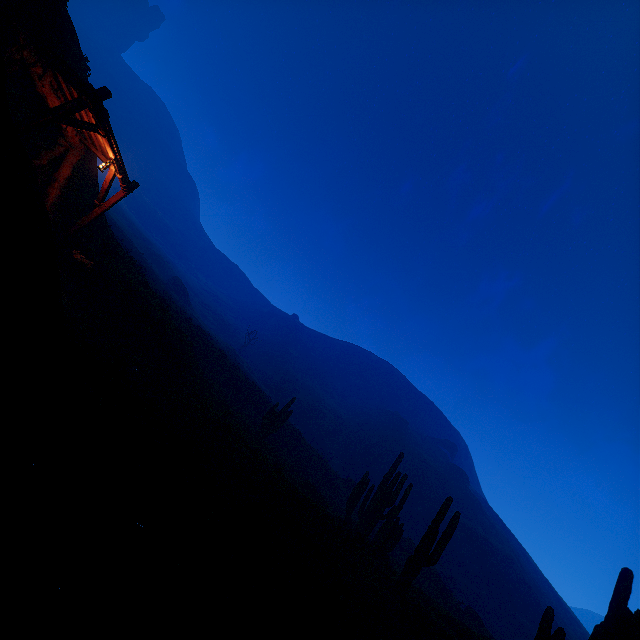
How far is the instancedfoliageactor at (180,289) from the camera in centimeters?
5729cm

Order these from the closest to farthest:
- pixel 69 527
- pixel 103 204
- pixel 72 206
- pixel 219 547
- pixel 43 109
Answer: pixel 69 527, pixel 219 547, pixel 43 109, pixel 103 204, pixel 72 206

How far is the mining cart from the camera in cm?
1187

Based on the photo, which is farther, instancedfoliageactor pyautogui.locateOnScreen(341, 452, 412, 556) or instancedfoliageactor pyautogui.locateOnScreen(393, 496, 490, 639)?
instancedfoliageactor pyautogui.locateOnScreen(341, 452, 412, 556)

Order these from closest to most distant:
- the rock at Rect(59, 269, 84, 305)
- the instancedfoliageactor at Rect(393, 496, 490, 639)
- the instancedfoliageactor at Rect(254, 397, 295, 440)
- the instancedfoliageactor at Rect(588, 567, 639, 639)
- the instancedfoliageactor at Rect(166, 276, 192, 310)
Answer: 1. the instancedfoliageactor at Rect(588, 567, 639, 639)
2. the instancedfoliageactor at Rect(393, 496, 490, 639)
3. the rock at Rect(59, 269, 84, 305)
4. the instancedfoliageactor at Rect(254, 397, 295, 440)
5. the instancedfoliageactor at Rect(166, 276, 192, 310)

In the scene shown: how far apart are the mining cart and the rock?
0.0 meters

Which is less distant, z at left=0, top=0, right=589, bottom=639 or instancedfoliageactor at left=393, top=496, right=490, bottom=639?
z at left=0, top=0, right=589, bottom=639

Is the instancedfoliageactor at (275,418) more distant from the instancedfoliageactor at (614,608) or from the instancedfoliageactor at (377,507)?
the instancedfoliageactor at (614,608)
